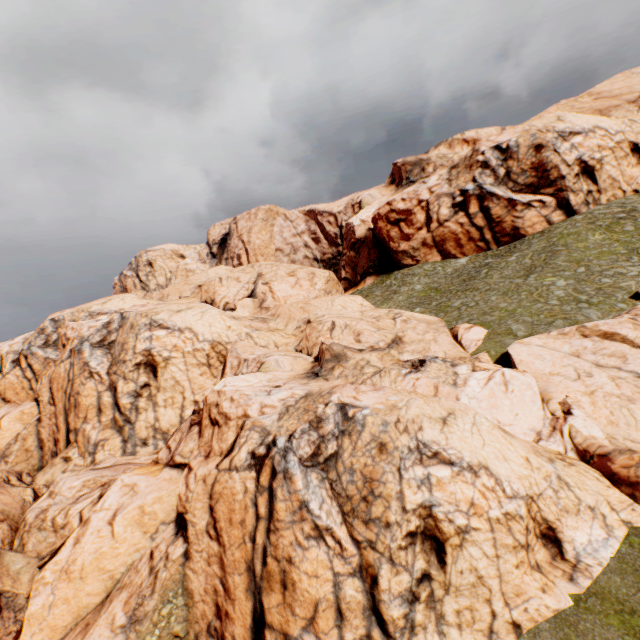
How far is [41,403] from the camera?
33.0 meters
